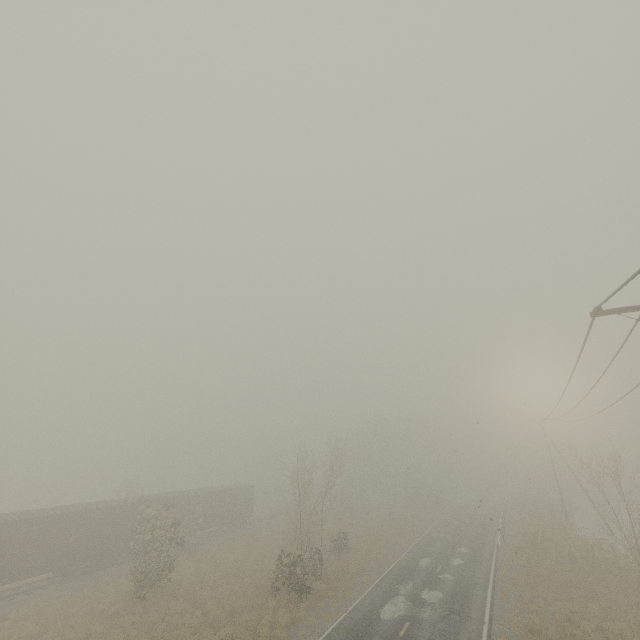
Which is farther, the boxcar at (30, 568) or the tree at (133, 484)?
the tree at (133, 484)

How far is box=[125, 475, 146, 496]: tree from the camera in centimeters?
4009cm

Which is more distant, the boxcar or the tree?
the tree

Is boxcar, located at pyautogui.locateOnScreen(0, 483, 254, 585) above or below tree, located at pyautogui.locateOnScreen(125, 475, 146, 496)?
below

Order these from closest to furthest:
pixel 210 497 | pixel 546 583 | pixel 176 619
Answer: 1. pixel 176 619
2. pixel 546 583
3. pixel 210 497

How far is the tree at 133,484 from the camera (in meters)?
40.09
